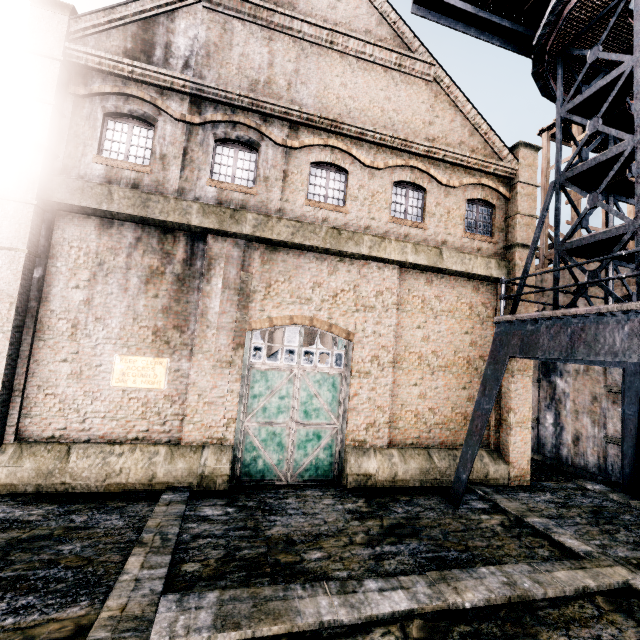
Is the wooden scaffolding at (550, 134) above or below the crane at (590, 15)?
above

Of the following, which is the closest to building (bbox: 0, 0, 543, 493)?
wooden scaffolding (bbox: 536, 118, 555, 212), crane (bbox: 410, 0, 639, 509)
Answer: wooden scaffolding (bbox: 536, 118, 555, 212)

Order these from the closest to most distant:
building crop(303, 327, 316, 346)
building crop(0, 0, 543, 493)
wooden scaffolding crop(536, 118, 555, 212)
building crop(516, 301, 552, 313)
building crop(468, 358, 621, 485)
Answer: building crop(0, 0, 543, 493) → building crop(468, 358, 621, 485) → building crop(516, 301, 552, 313) → wooden scaffolding crop(536, 118, 555, 212) → building crop(303, 327, 316, 346)

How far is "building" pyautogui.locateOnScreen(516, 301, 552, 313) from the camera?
14.66m

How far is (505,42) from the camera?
12.2m

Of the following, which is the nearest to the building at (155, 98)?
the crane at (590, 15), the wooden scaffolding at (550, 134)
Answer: the wooden scaffolding at (550, 134)
